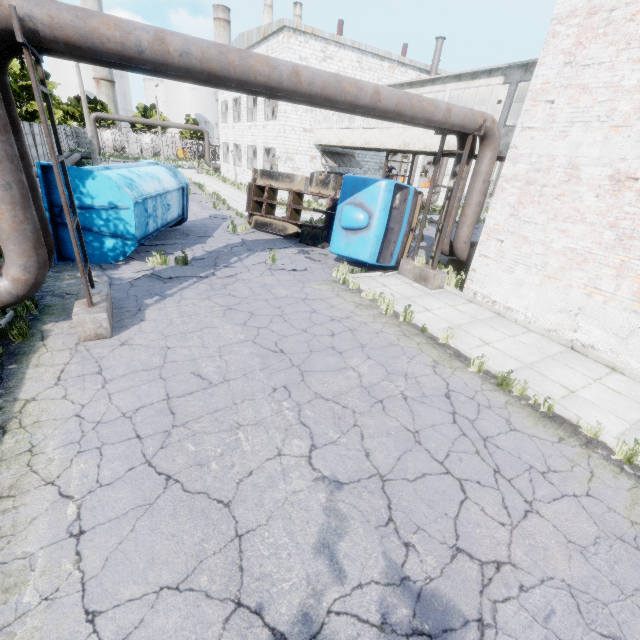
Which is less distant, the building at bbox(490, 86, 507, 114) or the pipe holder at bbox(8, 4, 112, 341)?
the pipe holder at bbox(8, 4, 112, 341)

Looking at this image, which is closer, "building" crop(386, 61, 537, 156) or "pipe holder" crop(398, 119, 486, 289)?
"pipe holder" crop(398, 119, 486, 289)

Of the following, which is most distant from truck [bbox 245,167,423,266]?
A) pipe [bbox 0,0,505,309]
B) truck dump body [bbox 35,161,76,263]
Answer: truck dump body [bbox 35,161,76,263]

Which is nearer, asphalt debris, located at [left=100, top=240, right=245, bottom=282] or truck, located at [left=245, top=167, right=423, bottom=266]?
asphalt debris, located at [left=100, top=240, right=245, bottom=282]

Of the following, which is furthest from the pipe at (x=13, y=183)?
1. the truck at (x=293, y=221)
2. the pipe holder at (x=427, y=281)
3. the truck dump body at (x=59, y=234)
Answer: the truck dump body at (x=59, y=234)

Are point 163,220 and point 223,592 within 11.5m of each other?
no

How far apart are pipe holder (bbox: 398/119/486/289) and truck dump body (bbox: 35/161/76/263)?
9.0 meters

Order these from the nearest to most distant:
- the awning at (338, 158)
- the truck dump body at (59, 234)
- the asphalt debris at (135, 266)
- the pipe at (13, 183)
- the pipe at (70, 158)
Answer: the pipe at (13, 183)
the truck dump body at (59, 234)
the asphalt debris at (135, 266)
the awning at (338, 158)
the pipe at (70, 158)
